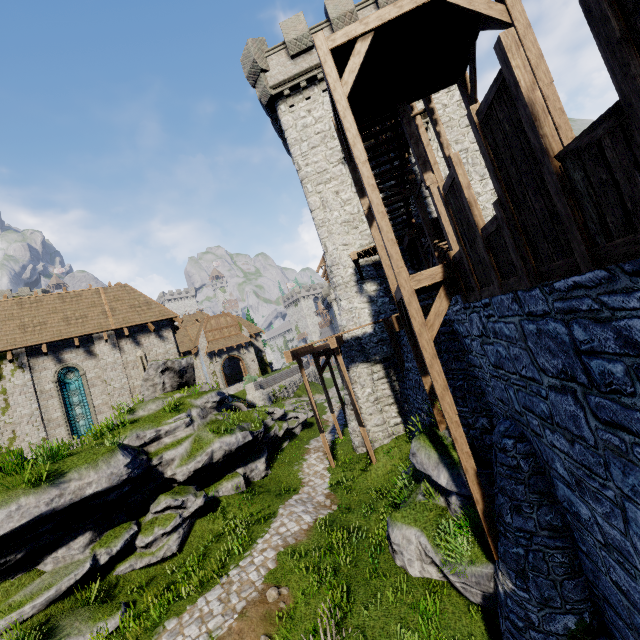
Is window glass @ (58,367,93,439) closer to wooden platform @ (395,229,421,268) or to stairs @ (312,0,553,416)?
wooden platform @ (395,229,421,268)

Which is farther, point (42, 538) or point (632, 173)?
point (42, 538)

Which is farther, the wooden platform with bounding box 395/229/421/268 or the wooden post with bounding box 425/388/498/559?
the wooden platform with bounding box 395/229/421/268

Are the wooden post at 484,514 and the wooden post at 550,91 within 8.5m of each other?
yes

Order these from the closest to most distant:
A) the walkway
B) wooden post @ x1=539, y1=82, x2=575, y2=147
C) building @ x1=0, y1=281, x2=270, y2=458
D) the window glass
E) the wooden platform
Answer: wooden post @ x1=539, y1=82, x2=575, y2=147
the walkway
the wooden platform
building @ x1=0, y1=281, x2=270, y2=458
the window glass

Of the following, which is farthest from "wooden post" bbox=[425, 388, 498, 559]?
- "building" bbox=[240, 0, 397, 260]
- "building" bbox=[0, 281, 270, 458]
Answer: "building" bbox=[0, 281, 270, 458]

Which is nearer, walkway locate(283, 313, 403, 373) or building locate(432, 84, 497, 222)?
walkway locate(283, 313, 403, 373)

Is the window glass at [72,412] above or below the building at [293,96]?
below
